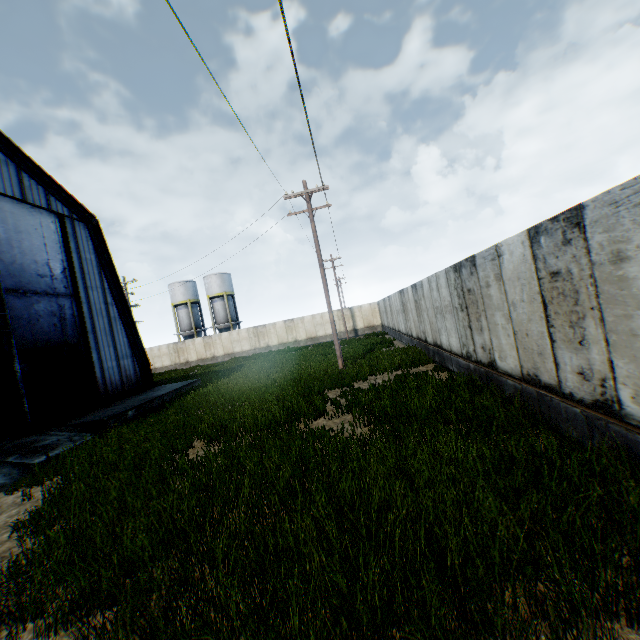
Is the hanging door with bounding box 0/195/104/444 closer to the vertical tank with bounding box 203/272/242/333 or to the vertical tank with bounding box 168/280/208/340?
the vertical tank with bounding box 203/272/242/333

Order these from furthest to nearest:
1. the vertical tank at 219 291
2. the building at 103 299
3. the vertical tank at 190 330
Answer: the vertical tank at 190 330 → the vertical tank at 219 291 → the building at 103 299

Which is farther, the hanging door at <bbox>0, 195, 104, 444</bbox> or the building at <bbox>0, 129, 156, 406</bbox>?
the building at <bbox>0, 129, 156, 406</bbox>

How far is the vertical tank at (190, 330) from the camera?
47.91m

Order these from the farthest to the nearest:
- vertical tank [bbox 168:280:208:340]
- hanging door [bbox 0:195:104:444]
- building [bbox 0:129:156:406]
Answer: vertical tank [bbox 168:280:208:340]
building [bbox 0:129:156:406]
hanging door [bbox 0:195:104:444]

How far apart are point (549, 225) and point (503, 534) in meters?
4.3 m

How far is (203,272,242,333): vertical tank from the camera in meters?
47.3

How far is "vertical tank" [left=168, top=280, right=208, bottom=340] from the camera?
47.91m
